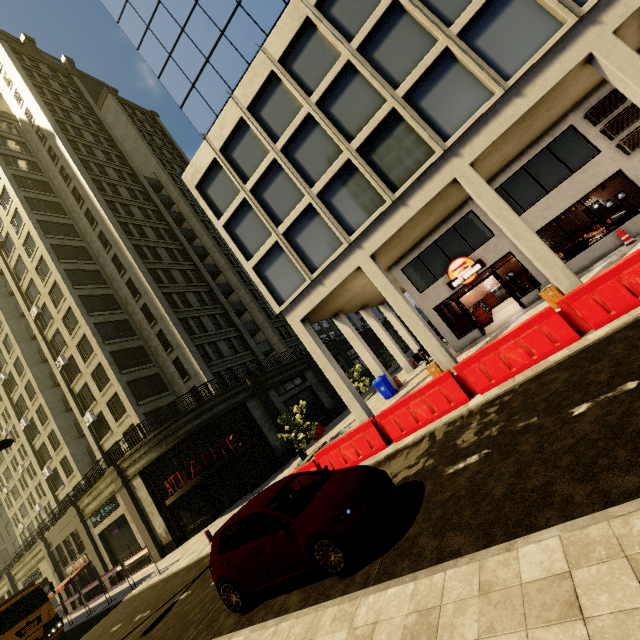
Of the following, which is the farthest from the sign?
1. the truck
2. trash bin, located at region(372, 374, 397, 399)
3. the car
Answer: the car

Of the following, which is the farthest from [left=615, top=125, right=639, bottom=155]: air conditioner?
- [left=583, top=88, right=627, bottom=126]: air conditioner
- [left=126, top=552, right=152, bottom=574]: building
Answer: [left=126, top=552, right=152, bottom=574]: building

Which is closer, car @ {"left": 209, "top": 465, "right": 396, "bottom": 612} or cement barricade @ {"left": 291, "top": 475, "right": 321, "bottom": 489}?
car @ {"left": 209, "top": 465, "right": 396, "bottom": 612}

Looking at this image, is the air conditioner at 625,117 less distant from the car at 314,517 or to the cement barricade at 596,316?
the cement barricade at 596,316

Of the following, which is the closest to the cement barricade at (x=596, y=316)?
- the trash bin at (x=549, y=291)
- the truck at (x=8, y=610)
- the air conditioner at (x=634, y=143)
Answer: the trash bin at (x=549, y=291)

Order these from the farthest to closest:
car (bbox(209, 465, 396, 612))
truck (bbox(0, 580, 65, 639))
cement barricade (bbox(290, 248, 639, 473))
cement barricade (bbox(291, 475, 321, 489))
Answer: truck (bbox(0, 580, 65, 639))
cement barricade (bbox(291, 475, 321, 489))
cement barricade (bbox(290, 248, 639, 473))
car (bbox(209, 465, 396, 612))

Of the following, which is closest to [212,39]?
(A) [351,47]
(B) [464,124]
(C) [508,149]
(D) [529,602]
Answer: (A) [351,47]

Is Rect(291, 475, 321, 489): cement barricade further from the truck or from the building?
the truck
